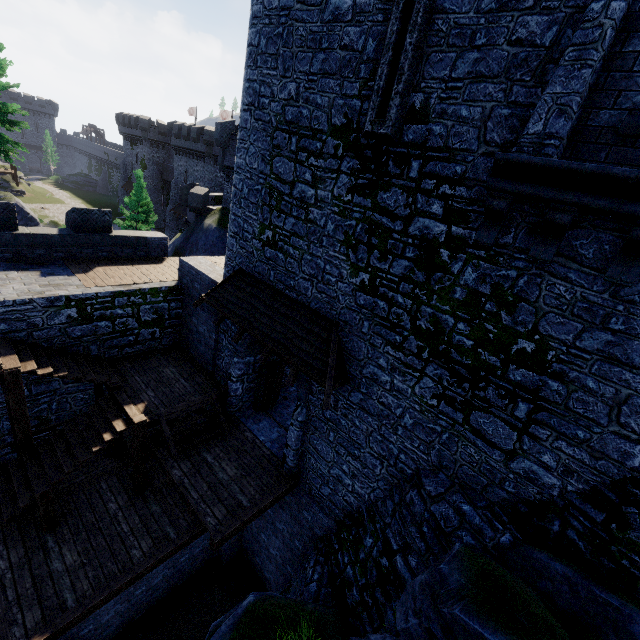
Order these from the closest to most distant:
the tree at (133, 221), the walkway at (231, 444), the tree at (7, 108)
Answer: the walkway at (231, 444), the tree at (7, 108), the tree at (133, 221)

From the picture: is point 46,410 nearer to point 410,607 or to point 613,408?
point 410,607

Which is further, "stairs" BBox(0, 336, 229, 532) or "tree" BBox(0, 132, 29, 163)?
"tree" BBox(0, 132, 29, 163)

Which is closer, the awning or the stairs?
the awning

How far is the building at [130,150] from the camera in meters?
42.5

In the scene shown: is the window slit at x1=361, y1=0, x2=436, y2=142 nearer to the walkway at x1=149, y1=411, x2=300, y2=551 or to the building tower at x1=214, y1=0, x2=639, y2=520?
the building tower at x1=214, y1=0, x2=639, y2=520

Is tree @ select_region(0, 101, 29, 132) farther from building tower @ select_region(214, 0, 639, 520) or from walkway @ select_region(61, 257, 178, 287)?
building tower @ select_region(214, 0, 639, 520)

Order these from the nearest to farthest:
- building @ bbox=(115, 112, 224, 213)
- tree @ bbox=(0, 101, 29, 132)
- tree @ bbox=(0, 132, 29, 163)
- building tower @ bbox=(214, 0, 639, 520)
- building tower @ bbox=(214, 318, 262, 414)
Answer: building tower @ bbox=(214, 0, 639, 520)
building tower @ bbox=(214, 318, 262, 414)
tree @ bbox=(0, 101, 29, 132)
tree @ bbox=(0, 132, 29, 163)
building @ bbox=(115, 112, 224, 213)
